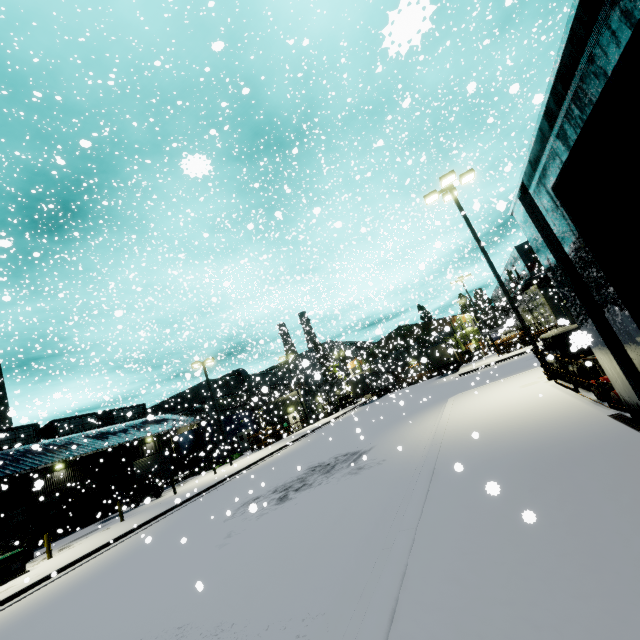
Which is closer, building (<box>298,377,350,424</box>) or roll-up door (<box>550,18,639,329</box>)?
roll-up door (<box>550,18,639,329</box>)

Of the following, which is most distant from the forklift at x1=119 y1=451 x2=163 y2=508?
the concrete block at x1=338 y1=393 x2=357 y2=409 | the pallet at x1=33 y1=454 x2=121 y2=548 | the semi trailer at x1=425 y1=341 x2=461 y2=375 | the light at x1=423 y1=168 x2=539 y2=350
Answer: the concrete block at x1=338 y1=393 x2=357 y2=409

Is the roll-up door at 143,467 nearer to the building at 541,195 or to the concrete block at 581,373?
the building at 541,195

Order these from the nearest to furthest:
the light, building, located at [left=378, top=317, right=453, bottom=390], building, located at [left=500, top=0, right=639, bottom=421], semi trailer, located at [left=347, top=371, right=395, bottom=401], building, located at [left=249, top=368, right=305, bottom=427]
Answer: building, located at [left=500, top=0, right=639, bottom=421]
the light
building, located at [left=378, top=317, right=453, bottom=390]
building, located at [left=249, top=368, right=305, bottom=427]
semi trailer, located at [left=347, top=371, right=395, bottom=401]

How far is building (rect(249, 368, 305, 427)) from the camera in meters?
39.2 m

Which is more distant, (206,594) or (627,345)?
(206,594)

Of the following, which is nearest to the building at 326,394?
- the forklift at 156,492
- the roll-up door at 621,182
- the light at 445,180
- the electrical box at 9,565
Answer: the roll-up door at 621,182

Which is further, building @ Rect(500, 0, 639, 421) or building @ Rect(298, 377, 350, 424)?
building @ Rect(298, 377, 350, 424)
